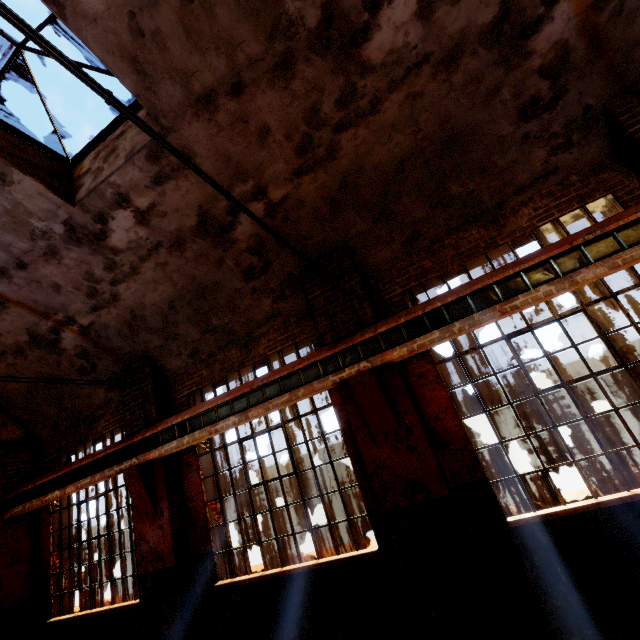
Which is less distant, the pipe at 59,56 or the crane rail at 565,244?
the pipe at 59,56

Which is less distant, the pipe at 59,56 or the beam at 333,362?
the pipe at 59,56

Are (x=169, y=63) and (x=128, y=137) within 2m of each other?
yes

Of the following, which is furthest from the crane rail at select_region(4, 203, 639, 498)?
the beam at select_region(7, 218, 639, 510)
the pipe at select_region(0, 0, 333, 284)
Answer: the pipe at select_region(0, 0, 333, 284)

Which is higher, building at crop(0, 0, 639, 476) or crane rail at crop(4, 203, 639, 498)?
building at crop(0, 0, 639, 476)

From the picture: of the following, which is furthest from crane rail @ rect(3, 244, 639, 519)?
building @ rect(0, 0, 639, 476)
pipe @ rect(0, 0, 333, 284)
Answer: pipe @ rect(0, 0, 333, 284)

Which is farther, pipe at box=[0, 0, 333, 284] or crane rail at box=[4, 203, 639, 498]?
crane rail at box=[4, 203, 639, 498]

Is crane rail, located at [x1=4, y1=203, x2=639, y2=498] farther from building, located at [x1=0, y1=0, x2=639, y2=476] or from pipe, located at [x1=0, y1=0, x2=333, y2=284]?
pipe, located at [x1=0, y1=0, x2=333, y2=284]
